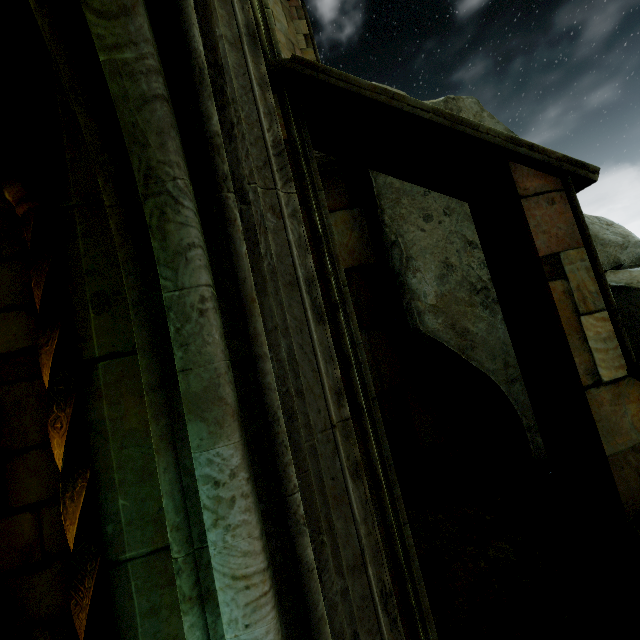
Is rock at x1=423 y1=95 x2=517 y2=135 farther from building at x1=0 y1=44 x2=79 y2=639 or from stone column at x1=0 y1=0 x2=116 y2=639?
stone column at x1=0 y1=0 x2=116 y2=639

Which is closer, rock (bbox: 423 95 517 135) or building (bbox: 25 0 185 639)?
building (bbox: 25 0 185 639)

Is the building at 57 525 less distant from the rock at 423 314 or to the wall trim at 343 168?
the rock at 423 314

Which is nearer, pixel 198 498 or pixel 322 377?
pixel 198 498

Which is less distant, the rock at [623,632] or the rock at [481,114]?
the rock at [623,632]

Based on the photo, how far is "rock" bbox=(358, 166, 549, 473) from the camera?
5.4 meters

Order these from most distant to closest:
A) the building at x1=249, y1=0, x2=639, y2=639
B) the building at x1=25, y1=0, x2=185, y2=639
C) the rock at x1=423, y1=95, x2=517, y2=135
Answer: the rock at x1=423, y1=95, x2=517, y2=135 → the building at x1=249, y1=0, x2=639, y2=639 → the building at x1=25, y1=0, x2=185, y2=639

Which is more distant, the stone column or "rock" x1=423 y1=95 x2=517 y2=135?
"rock" x1=423 y1=95 x2=517 y2=135
